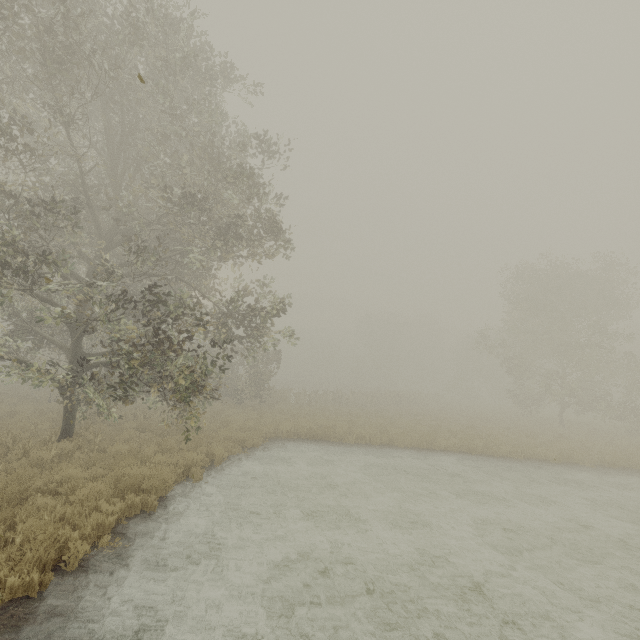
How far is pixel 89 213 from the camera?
12.7 meters
